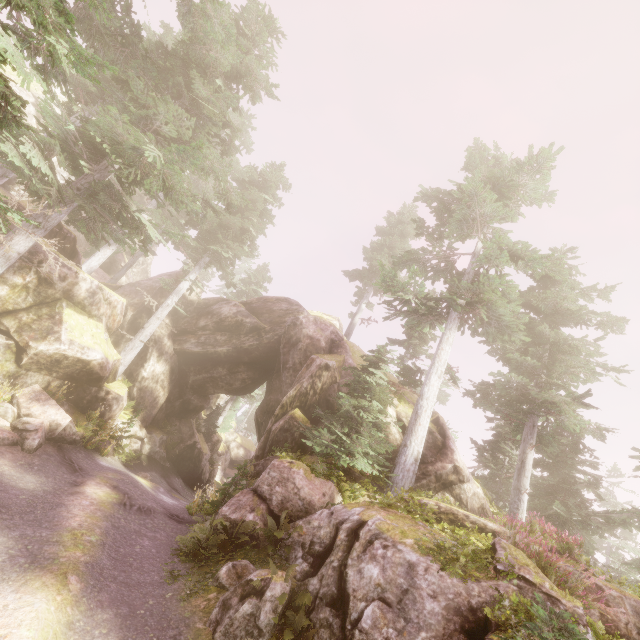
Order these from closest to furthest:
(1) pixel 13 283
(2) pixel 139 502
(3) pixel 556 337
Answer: (2) pixel 139 502 → (1) pixel 13 283 → (3) pixel 556 337

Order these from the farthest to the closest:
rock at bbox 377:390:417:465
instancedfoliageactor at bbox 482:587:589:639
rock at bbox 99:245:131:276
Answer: rock at bbox 99:245:131:276 < rock at bbox 377:390:417:465 < instancedfoliageactor at bbox 482:587:589:639

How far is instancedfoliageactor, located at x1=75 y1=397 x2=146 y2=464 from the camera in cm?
1407

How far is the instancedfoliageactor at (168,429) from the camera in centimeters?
2328cm

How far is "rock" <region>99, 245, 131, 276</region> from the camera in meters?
34.9

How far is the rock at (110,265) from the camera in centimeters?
3488cm
